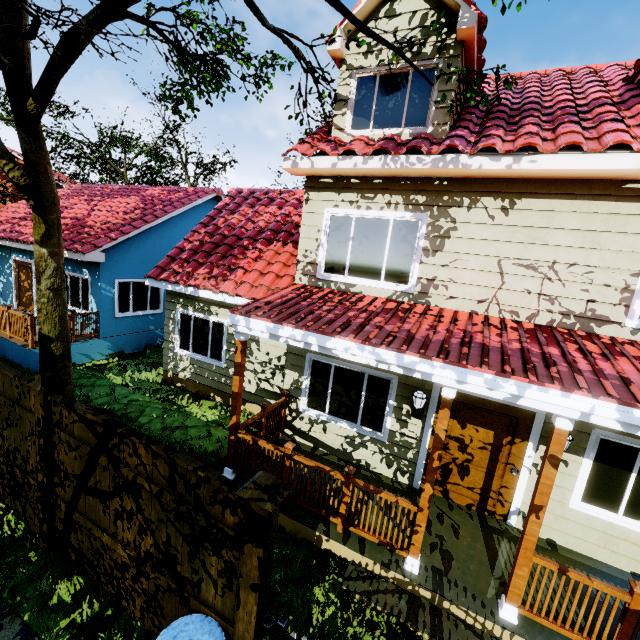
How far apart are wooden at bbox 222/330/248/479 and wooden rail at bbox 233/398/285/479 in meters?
0.1

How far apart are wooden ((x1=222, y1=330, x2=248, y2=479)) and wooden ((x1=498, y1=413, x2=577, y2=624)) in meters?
4.3

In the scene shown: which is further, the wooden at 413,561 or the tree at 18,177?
the tree at 18,177

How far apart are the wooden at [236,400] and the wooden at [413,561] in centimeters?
308cm

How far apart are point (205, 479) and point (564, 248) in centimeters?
571cm

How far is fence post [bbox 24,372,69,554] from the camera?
4.05m

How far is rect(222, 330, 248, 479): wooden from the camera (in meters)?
5.38

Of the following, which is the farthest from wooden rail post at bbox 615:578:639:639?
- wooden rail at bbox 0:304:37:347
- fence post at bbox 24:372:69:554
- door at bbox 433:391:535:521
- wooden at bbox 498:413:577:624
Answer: wooden rail at bbox 0:304:37:347
